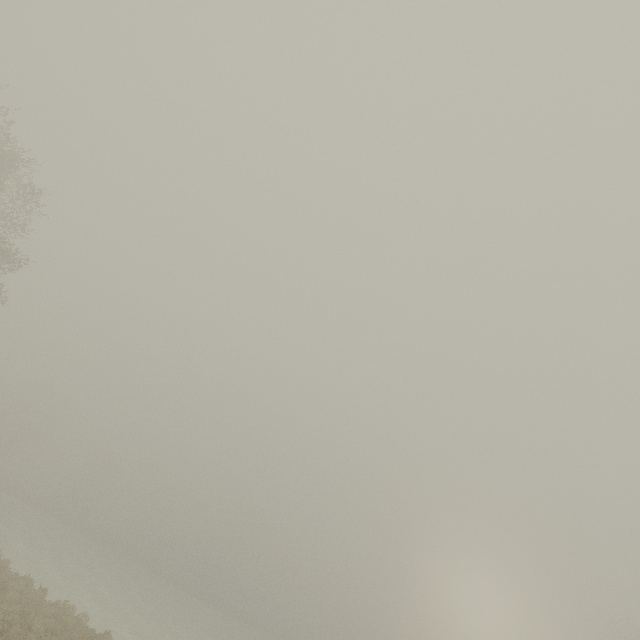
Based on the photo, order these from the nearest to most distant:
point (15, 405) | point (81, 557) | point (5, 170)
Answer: point (5, 170) → point (81, 557) → point (15, 405)
